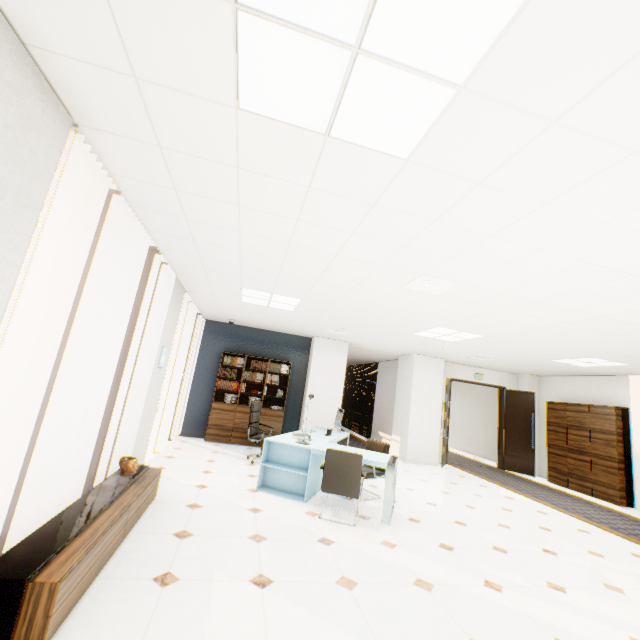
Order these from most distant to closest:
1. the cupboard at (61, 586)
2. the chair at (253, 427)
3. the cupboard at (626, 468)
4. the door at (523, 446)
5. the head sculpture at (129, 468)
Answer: the door at (523, 446) < the cupboard at (626, 468) < the chair at (253, 427) < the head sculpture at (129, 468) < the cupboard at (61, 586)

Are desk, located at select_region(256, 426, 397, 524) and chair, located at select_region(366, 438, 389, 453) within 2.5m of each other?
yes

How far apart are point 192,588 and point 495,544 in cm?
372

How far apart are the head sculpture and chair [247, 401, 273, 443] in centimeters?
293cm

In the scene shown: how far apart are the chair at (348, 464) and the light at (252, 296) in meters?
2.3

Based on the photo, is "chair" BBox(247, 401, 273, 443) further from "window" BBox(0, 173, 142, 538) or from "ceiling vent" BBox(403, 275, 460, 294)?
"ceiling vent" BBox(403, 275, 460, 294)

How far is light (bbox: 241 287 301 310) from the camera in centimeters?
524cm

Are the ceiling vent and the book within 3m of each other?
no
